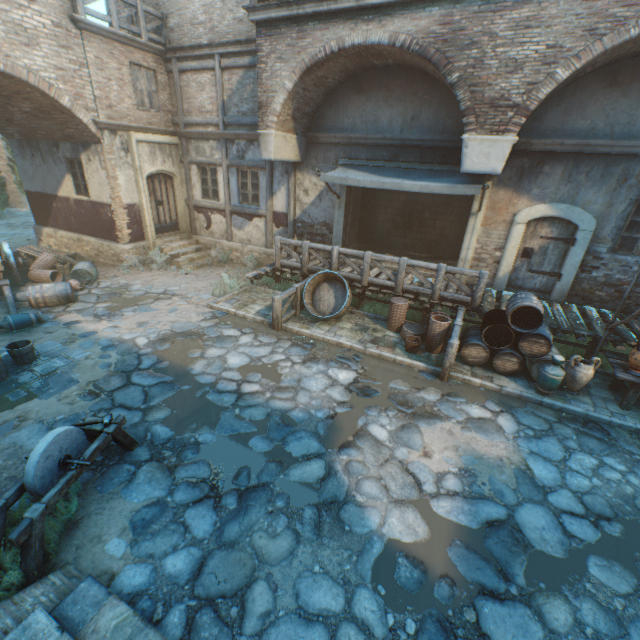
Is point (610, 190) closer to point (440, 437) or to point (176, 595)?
point (440, 437)

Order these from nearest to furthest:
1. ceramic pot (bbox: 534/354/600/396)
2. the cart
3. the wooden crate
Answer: ceramic pot (bbox: 534/354/600/396)
the cart
the wooden crate

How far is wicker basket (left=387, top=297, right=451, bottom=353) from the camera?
7.7m

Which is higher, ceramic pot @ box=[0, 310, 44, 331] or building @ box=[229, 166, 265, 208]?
building @ box=[229, 166, 265, 208]

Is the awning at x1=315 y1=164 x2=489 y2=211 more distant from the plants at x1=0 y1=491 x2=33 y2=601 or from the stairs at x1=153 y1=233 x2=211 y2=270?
the plants at x1=0 y1=491 x2=33 y2=601

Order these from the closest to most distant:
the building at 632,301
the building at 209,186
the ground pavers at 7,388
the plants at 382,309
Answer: the ground pavers at 7,388, the building at 632,301, the plants at 382,309, the building at 209,186

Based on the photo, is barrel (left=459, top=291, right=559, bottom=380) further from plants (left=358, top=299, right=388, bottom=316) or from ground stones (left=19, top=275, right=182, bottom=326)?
plants (left=358, top=299, right=388, bottom=316)

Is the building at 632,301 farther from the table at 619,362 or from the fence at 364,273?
the table at 619,362
